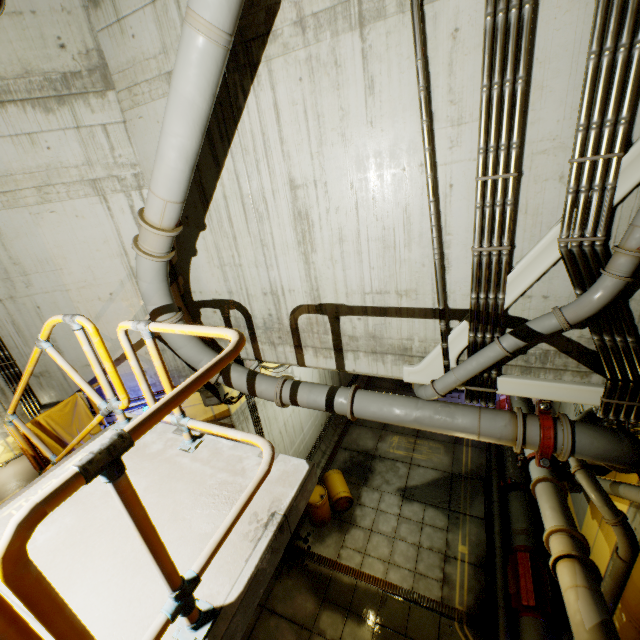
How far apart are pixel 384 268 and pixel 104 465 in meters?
4.3

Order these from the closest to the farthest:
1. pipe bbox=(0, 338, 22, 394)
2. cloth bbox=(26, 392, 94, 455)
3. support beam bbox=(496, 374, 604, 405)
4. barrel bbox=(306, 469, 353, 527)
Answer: support beam bbox=(496, 374, 604, 405) < cloth bbox=(26, 392, 94, 455) < pipe bbox=(0, 338, 22, 394) < barrel bbox=(306, 469, 353, 527)

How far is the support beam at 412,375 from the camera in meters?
5.0 m

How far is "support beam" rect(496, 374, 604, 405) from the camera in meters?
4.4 m

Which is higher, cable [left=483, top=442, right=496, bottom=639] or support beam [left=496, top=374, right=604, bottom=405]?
support beam [left=496, top=374, right=604, bottom=405]

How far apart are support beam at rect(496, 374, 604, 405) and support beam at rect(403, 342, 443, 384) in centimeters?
20cm

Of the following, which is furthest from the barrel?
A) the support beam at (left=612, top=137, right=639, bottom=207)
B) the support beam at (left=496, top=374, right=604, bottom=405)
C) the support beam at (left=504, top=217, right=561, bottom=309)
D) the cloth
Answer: the support beam at (left=612, top=137, right=639, bottom=207)

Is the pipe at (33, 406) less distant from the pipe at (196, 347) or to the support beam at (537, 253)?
the pipe at (196, 347)
